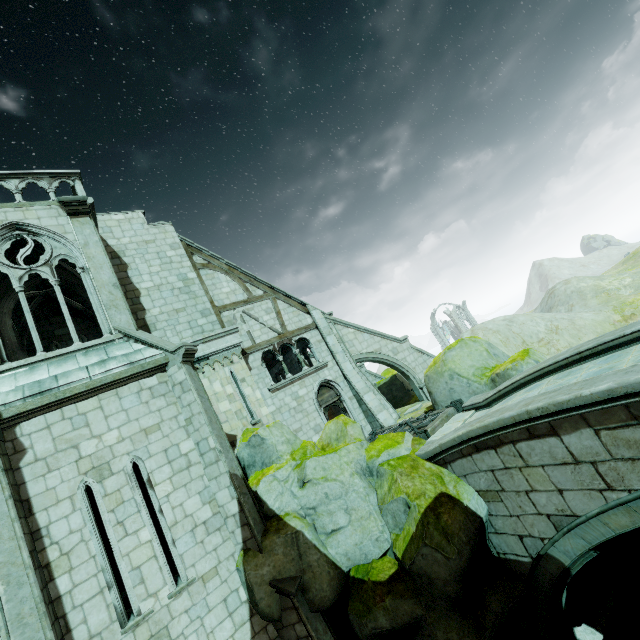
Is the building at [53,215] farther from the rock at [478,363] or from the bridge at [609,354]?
the bridge at [609,354]

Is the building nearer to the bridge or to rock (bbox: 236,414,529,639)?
rock (bbox: 236,414,529,639)

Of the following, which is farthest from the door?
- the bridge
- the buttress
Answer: the buttress

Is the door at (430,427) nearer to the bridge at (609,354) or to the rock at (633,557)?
the rock at (633,557)

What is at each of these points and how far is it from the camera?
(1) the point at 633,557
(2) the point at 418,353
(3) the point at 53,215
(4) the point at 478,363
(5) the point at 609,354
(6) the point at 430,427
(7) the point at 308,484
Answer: (1) rock, 9.1m
(2) buttress, 19.4m
(3) building, 10.3m
(4) rock, 12.1m
(5) bridge, 7.3m
(6) door, 10.6m
(7) rock, 8.7m

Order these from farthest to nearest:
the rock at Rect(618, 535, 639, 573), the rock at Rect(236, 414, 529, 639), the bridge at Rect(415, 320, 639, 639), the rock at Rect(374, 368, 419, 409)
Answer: the rock at Rect(374, 368, 419, 409)
the rock at Rect(618, 535, 639, 573)
the rock at Rect(236, 414, 529, 639)
the bridge at Rect(415, 320, 639, 639)

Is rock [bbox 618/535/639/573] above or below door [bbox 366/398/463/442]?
below

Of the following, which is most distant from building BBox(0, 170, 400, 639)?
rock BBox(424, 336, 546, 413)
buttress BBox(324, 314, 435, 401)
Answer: rock BBox(424, 336, 546, 413)
